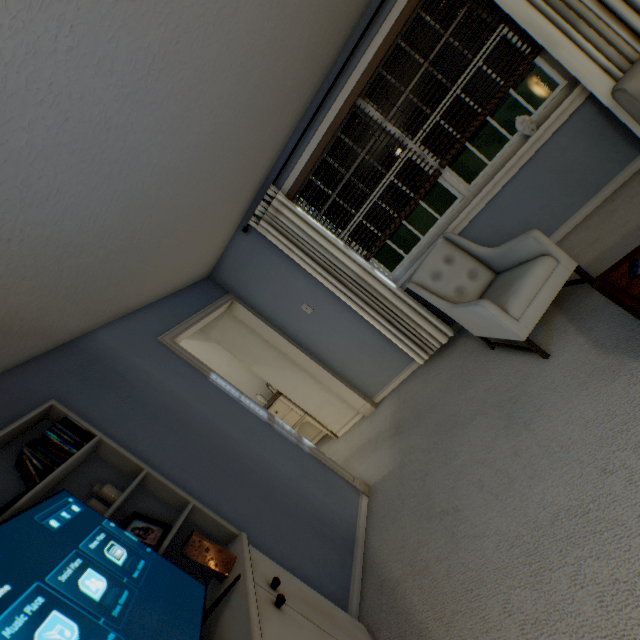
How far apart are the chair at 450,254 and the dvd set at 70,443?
2.3 meters

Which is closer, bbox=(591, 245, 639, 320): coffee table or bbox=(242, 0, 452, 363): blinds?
bbox=(591, 245, 639, 320): coffee table

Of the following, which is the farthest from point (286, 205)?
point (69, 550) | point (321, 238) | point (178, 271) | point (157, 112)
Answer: point (69, 550)

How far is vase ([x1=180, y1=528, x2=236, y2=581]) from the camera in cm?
146

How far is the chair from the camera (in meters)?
2.04

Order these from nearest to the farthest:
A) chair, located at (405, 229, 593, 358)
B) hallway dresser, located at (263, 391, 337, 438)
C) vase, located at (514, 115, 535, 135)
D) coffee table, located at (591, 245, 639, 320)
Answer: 1. coffee table, located at (591, 245, 639, 320)
2. chair, located at (405, 229, 593, 358)
3. vase, located at (514, 115, 535, 135)
4. hallway dresser, located at (263, 391, 337, 438)

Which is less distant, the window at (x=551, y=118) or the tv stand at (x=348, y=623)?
the tv stand at (x=348, y=623)

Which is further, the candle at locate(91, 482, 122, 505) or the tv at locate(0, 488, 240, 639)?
the candle at locate(91, 482, 122, 505)
